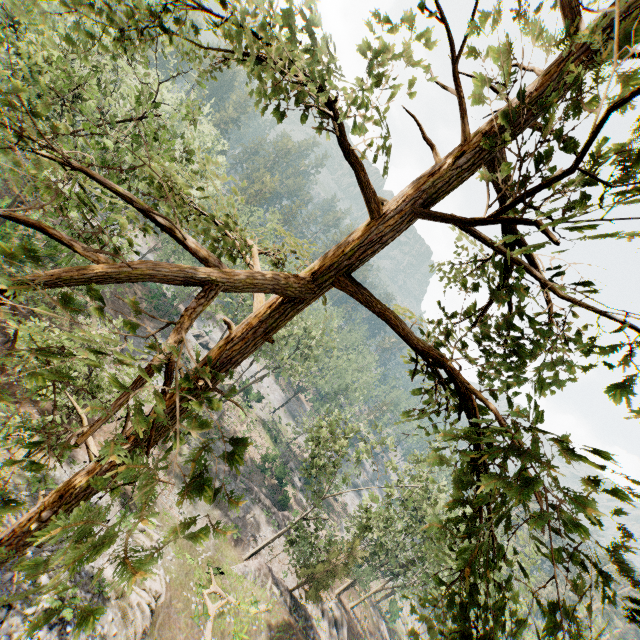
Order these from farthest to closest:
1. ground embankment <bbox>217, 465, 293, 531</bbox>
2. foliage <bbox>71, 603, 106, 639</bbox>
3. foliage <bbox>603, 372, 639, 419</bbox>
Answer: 1. ground embankment <bbox>217, 465, 293, 531</bbox>
2. foliage <bbox>603, 372, 639, 419</bbox>
3. foliage <bbox>71, 603, 106, 639</bbox>

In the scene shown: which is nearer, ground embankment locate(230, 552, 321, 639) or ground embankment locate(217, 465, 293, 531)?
ground embankment locate(230, 552, 321, 639)

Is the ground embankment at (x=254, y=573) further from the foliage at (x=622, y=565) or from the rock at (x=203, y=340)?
the rock at (x=203, y=340)

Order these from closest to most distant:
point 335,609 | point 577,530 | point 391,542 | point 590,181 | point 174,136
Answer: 1. point 577,530
2. point 590,181
3. point 174,136
4. point 391,542
5. point 335,609

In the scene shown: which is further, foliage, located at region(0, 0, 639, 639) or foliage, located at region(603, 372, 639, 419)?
foliage, located at region(603, 372, 639, 419)

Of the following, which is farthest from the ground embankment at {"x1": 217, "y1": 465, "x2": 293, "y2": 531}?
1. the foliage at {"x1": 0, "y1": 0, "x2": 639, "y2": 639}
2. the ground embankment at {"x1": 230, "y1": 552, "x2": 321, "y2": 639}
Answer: the ground embankment at {"x1": 230, "y1": 552, "x2": 321, "y2": 639}
